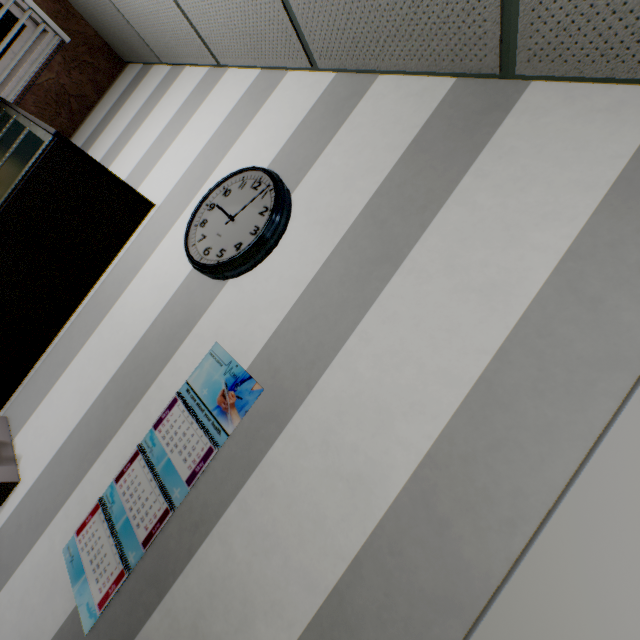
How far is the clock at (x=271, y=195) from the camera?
1.4 meters

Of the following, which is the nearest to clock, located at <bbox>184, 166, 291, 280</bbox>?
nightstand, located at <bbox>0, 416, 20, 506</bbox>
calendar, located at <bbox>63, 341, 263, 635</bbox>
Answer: calendar, located at <bbox>63, 341, 263, 635</bbox>

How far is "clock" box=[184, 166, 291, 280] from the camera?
1.35m

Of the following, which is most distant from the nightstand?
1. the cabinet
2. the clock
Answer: the clock

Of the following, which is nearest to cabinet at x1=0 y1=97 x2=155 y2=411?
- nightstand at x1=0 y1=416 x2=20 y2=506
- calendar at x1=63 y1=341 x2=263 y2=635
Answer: nightstand at x1=0 y1=416 x2=20 y2=506

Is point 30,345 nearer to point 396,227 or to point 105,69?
point 396,227

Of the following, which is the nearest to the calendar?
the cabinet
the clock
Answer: the clock

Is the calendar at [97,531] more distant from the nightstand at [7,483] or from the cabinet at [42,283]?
the cabinet at [42,283]
